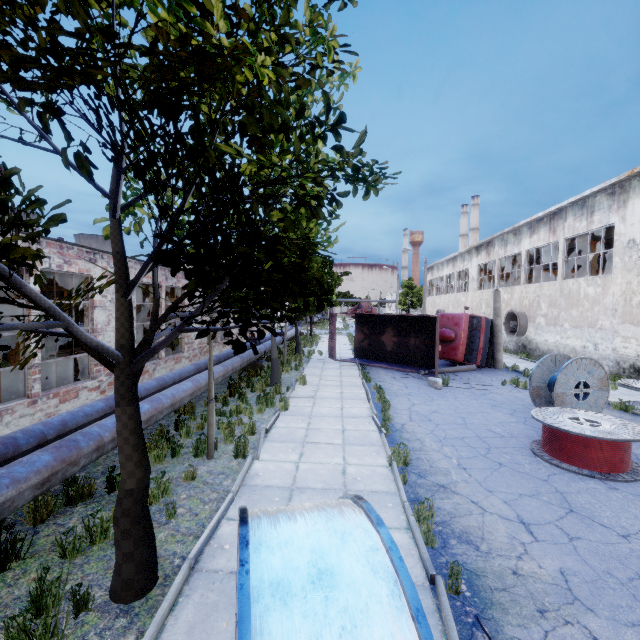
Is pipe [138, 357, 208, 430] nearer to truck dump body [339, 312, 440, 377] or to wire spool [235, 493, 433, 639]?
wire spool [235, 493, 433, 639]

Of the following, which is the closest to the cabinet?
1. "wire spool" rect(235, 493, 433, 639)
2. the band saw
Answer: the band saw

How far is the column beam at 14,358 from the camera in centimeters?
1054cm

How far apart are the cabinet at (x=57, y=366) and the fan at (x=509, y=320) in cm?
2607

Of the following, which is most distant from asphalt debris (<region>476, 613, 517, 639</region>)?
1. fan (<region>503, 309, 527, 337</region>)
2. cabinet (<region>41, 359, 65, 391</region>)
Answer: fan (<region>503, 309, 527, 337</region>)

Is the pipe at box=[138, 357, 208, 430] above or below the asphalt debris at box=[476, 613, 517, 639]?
above

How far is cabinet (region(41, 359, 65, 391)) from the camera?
9.1 meters

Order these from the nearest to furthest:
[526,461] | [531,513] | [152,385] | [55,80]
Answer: [55,80]
[531,513]
[526,461]
[152,385]
